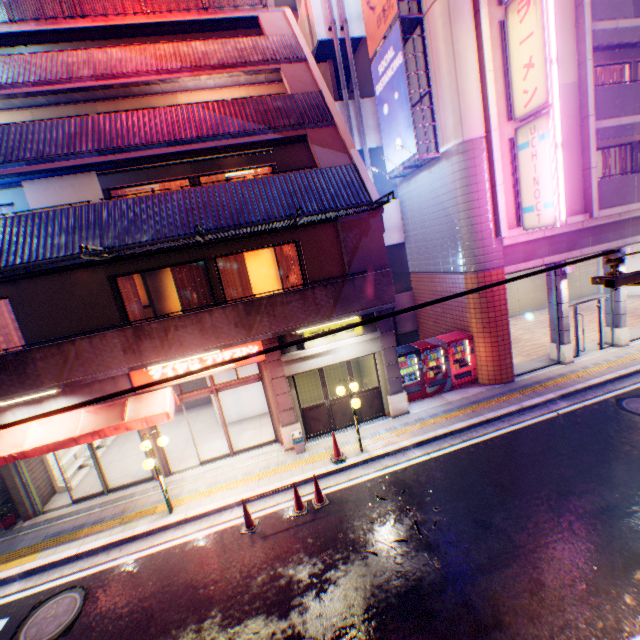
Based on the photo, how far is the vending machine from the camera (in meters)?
12.34

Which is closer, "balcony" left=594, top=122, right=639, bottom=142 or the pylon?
the pylon

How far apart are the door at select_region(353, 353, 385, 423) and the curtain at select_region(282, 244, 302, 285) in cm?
277

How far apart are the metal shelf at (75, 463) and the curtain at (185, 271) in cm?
643

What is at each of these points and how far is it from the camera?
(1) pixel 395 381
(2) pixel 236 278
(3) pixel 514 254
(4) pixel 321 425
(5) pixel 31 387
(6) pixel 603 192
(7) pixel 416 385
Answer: (1) column, 11.6 meters
(2) curtain, 10.6 meters
(3) balcony, 11.9 meters
(4) door, 11.4 meters
(5) balcony, 8.3 meters
(6) balcony, 12.0 meters
(7) vending machine, 12.5 meters

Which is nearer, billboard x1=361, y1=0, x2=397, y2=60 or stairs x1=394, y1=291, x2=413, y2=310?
billboard x1=361, y1=0, x2=397, y2=60

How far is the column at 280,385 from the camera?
10.5m

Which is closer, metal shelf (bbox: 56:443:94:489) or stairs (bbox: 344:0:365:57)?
metal shelf (bbox: 56:443:94:489)
